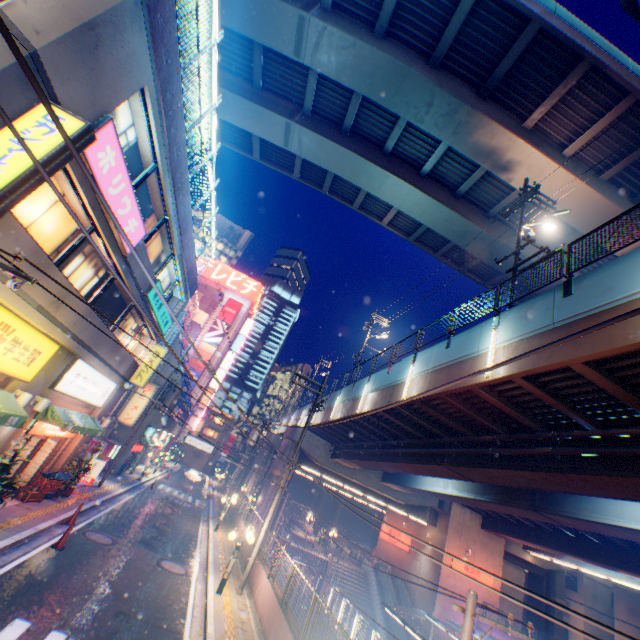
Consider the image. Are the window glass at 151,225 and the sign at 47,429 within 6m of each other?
no

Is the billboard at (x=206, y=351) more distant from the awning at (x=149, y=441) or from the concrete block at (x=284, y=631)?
the concrete block at (x=284, y=631)

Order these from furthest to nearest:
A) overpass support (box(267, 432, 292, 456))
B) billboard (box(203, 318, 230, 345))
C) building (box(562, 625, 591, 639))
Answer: billboard (box(203, 318, 230, 345)) < building (box(562, 625, 591, 639)) < overpass support (box(267, 432, 292, 456))

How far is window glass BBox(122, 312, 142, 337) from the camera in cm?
1542

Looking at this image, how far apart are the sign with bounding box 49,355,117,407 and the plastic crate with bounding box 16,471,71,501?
2.9m

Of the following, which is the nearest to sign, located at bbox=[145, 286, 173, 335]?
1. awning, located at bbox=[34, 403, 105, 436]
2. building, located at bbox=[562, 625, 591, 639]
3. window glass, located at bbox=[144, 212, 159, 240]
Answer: window glass, located at bbox=[144, 212, 159, 240]

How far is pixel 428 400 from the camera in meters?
14.3 m

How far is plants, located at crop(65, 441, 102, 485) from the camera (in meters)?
15.15
